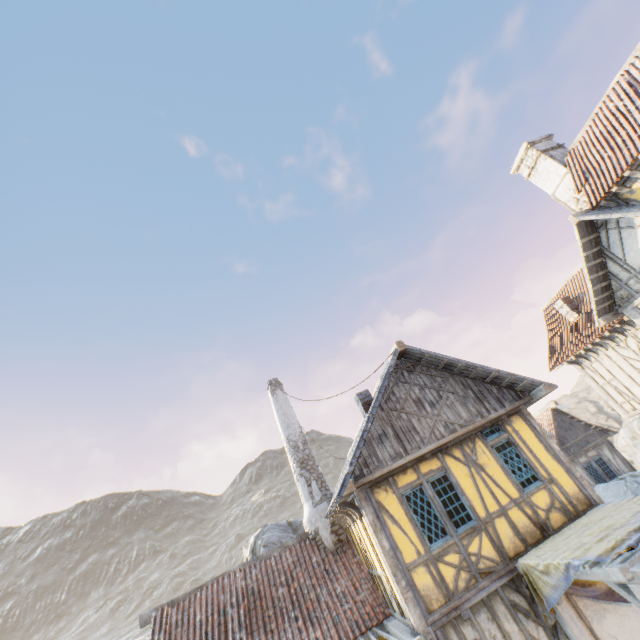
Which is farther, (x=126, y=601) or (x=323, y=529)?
(x=126, y=601)

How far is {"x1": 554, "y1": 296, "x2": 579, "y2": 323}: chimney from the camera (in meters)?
14.50

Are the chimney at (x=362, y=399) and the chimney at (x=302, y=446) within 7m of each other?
yes

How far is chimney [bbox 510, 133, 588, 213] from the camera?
13.0m

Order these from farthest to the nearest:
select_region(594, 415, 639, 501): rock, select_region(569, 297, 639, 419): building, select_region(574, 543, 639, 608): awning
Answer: select_region(594, 415, 639, 501): rock
select_region(569, 297, 639, 419): building
select_region(574, 543, 639, 608): awning

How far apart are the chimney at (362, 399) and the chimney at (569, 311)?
10.4m

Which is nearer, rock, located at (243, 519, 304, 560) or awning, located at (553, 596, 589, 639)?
awning, located at (553, 596, 589, 639)

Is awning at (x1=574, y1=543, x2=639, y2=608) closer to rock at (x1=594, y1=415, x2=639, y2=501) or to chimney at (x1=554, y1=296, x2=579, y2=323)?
chimney at (x1=554, y1=296, x2=579, y2=323)
